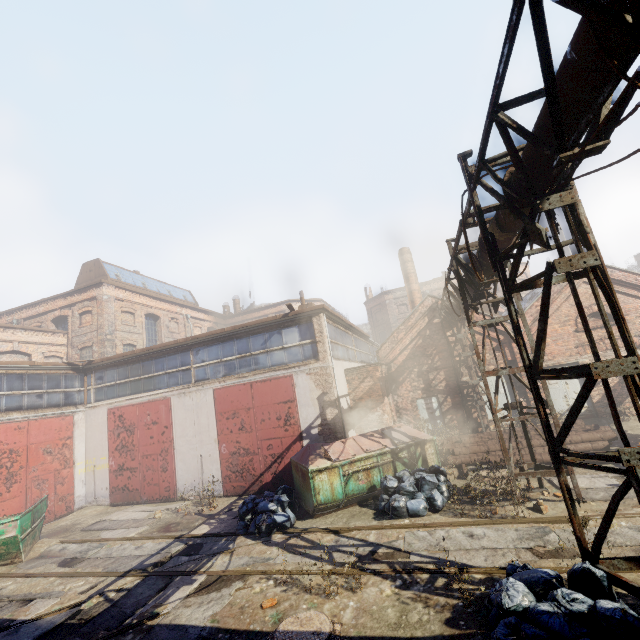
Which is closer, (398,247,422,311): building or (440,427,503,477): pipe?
(440,427,503,477): pipe

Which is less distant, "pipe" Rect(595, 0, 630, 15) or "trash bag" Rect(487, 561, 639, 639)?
"pipe" Rect(595, 0, 630, 15)

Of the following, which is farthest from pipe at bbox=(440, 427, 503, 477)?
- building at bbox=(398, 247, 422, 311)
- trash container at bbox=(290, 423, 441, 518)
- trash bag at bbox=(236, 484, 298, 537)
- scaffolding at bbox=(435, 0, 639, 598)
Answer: building at bbox=(398, 247, 422, 311)

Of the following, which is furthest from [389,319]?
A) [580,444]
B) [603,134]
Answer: [603,134]

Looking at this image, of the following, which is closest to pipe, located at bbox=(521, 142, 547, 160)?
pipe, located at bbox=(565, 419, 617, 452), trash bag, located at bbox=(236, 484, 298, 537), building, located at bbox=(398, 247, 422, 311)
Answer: pipe, located at bbox=(565, 419, 617, 452)

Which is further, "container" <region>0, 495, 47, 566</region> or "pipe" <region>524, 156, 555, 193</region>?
"container" <region>0, 495, 47, 566</region>

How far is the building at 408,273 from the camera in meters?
24.0 m

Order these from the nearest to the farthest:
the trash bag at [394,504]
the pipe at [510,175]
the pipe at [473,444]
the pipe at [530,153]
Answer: the pipe at [530,153] < the pipe at [510,175] < the trash bag at [394,504] < the pipe at [473,444]
